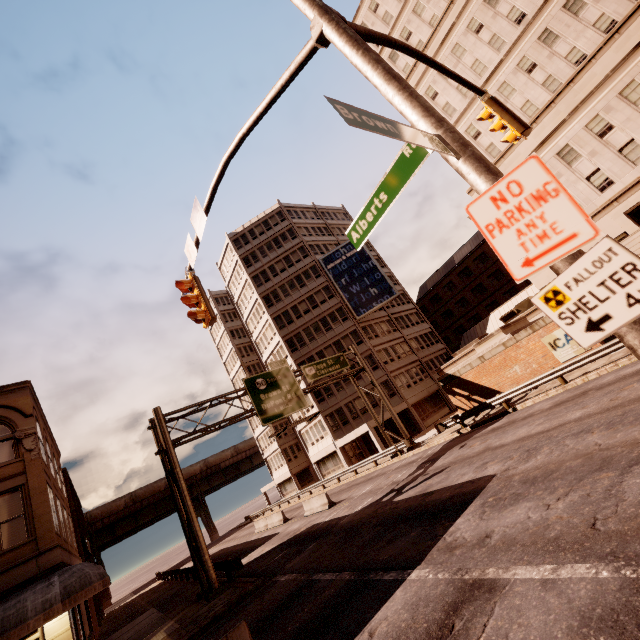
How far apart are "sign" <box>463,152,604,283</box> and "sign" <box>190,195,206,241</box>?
6.4m

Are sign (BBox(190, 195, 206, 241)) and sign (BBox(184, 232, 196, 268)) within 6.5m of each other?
yes

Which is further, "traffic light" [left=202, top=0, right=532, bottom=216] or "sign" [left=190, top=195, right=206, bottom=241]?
"sign" [left=190, top=195, right=206, bottom=241]

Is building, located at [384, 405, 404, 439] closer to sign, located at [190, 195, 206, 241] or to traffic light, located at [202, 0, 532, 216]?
traffic light, located at [202, 0, 532, 216]

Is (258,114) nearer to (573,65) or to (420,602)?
(420,602)

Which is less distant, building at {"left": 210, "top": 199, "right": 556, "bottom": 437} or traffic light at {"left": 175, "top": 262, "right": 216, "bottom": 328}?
traffic light at {"left": 175, "top": 262, "right": 216, "bottom": 328}

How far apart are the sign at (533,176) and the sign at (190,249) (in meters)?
7.37

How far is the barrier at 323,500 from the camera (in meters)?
22.73
